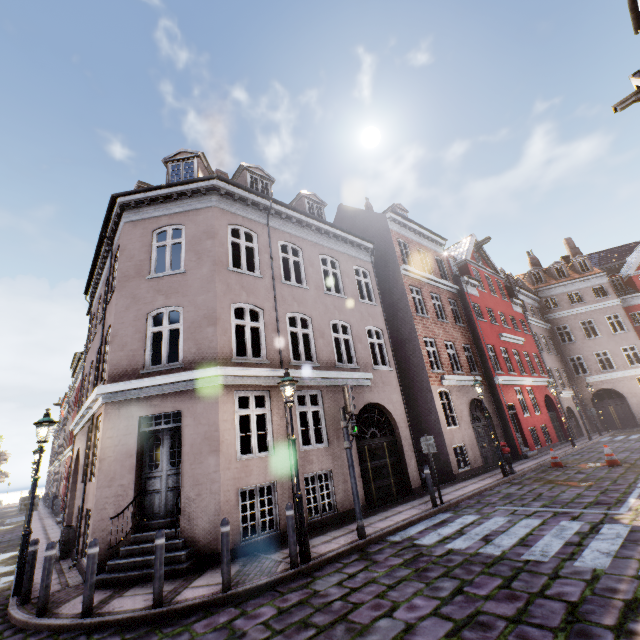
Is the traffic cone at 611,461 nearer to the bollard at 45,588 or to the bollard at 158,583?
the bollard at 158,583

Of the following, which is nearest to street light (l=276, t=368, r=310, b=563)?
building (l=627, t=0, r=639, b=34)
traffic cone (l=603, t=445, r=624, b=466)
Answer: building (l=627, t=0, r=639, b=34)

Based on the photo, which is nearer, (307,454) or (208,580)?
(208,580)

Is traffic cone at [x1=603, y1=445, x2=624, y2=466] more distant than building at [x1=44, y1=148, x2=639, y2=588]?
Yes

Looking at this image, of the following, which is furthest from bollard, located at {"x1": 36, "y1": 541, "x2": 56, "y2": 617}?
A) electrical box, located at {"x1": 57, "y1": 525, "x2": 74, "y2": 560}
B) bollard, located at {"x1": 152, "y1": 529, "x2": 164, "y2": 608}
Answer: electrical box, located at {"x1": 57, "y1": 525, "x2": 74, "y2": 560}

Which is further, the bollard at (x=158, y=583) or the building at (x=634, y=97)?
the building at (x=634, y=97)

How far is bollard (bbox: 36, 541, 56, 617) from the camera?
5.7m

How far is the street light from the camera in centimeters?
651cm
